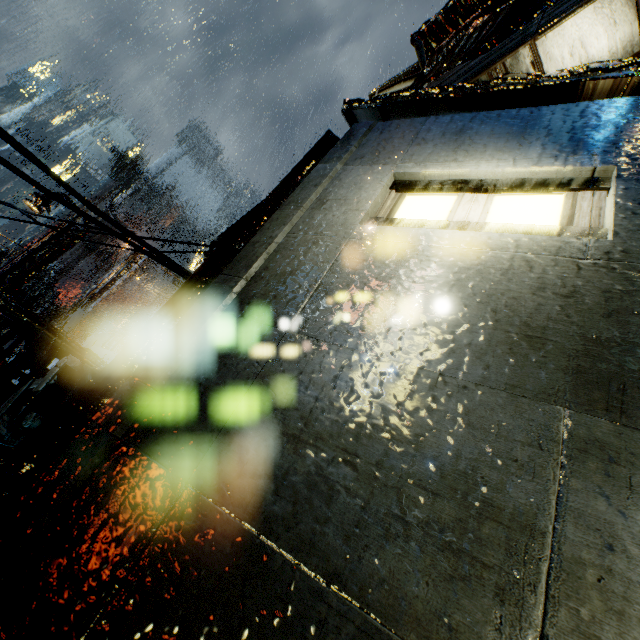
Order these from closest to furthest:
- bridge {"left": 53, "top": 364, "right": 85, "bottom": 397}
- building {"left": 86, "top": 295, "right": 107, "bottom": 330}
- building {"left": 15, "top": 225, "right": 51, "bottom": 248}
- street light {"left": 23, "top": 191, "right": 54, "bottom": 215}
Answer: bridge {"left": 53, "top": 364, "right": 85, "bottom": 397} < street light {"left": 23, "top": 191, "right": 54, "bottom": 215} < building {"left": 86, "top": 295, "right": 107, "bottom": 330} < building {"left": 15, "top": 225, "right": 51, "bottom": 248}

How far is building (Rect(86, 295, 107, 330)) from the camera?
23.12m

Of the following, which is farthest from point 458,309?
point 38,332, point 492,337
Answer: point 38,332

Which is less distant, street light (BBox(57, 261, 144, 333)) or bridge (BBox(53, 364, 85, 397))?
bridge (BBox(53, 364, 85, 397))

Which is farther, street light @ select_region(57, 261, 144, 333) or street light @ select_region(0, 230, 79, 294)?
street light @ select_region(57, 261, 144, 333)

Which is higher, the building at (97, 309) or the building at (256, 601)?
the building at (97, 309)

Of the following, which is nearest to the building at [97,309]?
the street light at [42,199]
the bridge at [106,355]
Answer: the bridge at [106,355]

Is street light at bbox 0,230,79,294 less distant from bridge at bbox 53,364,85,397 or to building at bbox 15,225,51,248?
bridge at bbox 53,364,85,397
